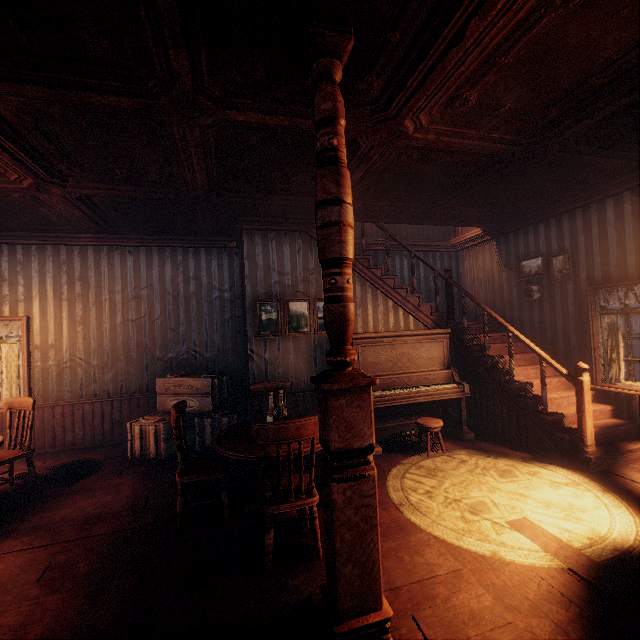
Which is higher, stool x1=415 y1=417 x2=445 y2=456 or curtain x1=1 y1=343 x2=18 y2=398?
curtain x1=1 y1=343 x2=18 y2=398

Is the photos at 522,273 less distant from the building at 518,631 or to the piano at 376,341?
the building at 518,631

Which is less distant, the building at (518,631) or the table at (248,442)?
the building at (518,631)

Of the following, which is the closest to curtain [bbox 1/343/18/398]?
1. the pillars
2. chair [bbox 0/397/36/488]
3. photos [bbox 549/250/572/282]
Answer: chair [bbox 0/397/36/488]

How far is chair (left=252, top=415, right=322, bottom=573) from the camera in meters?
2.6

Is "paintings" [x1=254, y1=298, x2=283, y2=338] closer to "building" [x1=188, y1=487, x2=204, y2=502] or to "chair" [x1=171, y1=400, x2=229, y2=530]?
"building" [x1=188, y1=487, x2=204, y2=502]

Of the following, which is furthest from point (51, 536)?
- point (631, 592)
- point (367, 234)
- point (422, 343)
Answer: point (367, 234)

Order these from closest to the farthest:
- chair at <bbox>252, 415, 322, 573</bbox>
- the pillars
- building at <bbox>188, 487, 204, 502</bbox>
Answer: the pillars → chair at <bbox>252, 415, 322, 573</bbox> → building at <bbox>188, 487, 204, 502</bbox>
